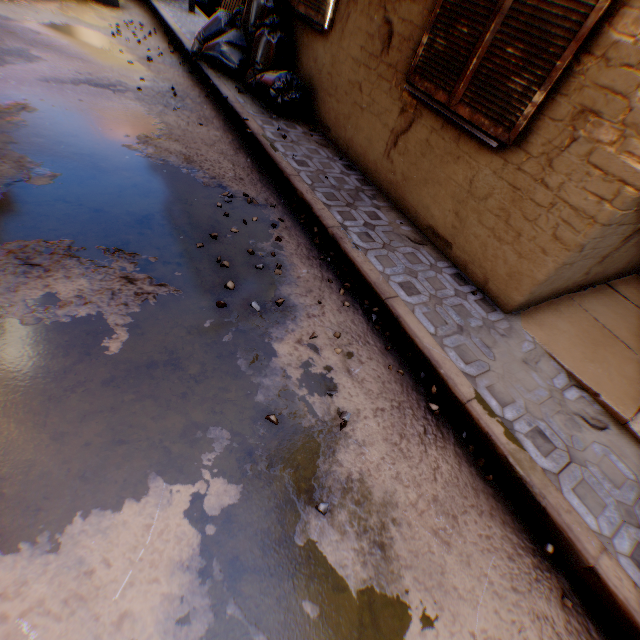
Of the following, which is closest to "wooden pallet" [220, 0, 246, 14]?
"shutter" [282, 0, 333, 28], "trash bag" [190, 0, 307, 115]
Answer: "trash bag" [190, 0, 307, 115]

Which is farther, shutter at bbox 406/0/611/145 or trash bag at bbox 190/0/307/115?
trash bag at bbox 190/0/307/115

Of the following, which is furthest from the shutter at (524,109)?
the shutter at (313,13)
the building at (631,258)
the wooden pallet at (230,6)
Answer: the wooden pallet at (230,6)

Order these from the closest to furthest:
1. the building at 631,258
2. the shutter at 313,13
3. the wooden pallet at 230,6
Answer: the building at 631,258
the shutter at 313,13
the wooden pallet at 230,6

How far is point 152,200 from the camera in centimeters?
322cm

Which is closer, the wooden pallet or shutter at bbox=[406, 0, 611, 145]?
shutter at bbox=[406, 0, 611, 145]

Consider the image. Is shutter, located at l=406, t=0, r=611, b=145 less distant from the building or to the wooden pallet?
the building

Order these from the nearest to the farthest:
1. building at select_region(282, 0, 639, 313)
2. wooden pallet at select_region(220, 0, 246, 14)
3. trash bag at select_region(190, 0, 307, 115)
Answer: building at select_region(282, 0, 639, 313), trash bag at select_region(190, 0, 307, 115), wooden pallet at select_region(220, 0, 246, 14)
